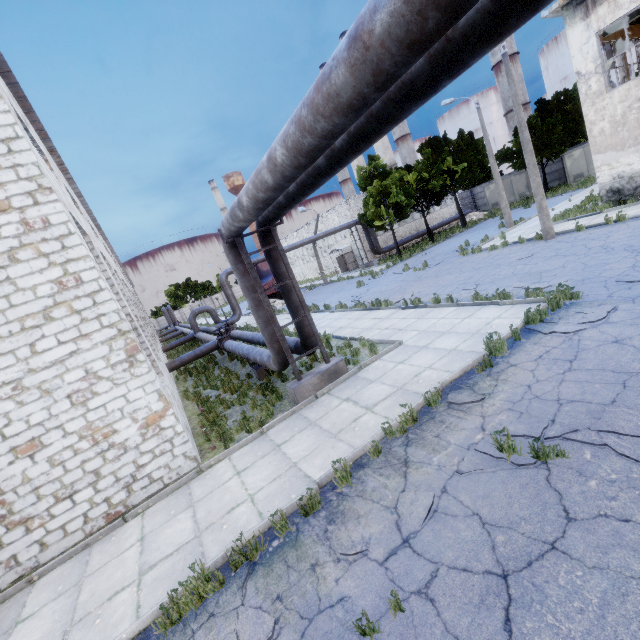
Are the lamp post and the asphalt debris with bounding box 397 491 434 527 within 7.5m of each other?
no

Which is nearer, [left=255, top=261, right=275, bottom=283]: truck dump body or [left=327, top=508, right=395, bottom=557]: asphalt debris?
[left=327, top=508, right=395, bottom=557]: asphalt debris

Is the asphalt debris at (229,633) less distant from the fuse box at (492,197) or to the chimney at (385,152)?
the fuse box at (492,197)

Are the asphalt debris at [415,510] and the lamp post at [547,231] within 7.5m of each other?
no

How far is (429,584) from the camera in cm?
344

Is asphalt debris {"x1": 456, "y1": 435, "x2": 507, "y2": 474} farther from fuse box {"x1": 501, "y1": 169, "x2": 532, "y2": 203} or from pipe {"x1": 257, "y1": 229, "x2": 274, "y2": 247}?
fuse box {"x1": 501, "y1": 169, "x2": 532, "y2": 203}

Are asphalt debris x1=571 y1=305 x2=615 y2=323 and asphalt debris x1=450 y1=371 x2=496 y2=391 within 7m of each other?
yes

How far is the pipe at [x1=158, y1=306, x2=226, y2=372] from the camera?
17.9 meters
